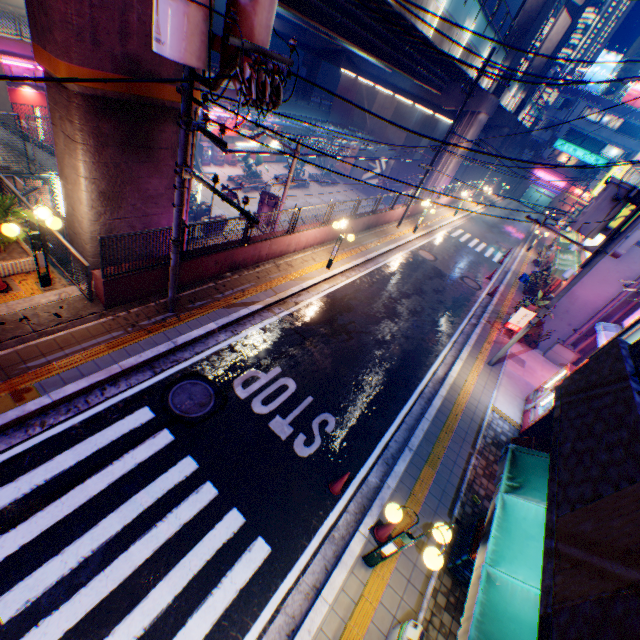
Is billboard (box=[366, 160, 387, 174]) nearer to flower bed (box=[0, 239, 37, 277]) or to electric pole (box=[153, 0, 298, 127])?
electric pole (box=[153, 0, 298, 127])

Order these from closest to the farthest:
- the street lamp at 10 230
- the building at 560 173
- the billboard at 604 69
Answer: the street lamp at 10 230 → the billboard at 604 69 → the building at 560 173

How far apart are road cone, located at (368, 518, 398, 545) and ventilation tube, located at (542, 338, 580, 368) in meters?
12.8 m

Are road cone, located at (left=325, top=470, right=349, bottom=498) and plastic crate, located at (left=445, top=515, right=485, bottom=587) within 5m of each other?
yes

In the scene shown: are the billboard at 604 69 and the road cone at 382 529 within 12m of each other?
no

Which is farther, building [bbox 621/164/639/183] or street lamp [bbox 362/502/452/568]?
building [bbox 621/164/639/183]

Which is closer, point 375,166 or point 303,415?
point 303,415

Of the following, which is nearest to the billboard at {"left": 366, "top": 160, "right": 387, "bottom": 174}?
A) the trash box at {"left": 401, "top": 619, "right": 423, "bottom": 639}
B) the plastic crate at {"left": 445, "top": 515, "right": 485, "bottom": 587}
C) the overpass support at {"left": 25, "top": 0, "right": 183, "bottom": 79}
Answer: the overpass support at {"left": 25, "top": 0, "right": 183, "bottom": 79}
